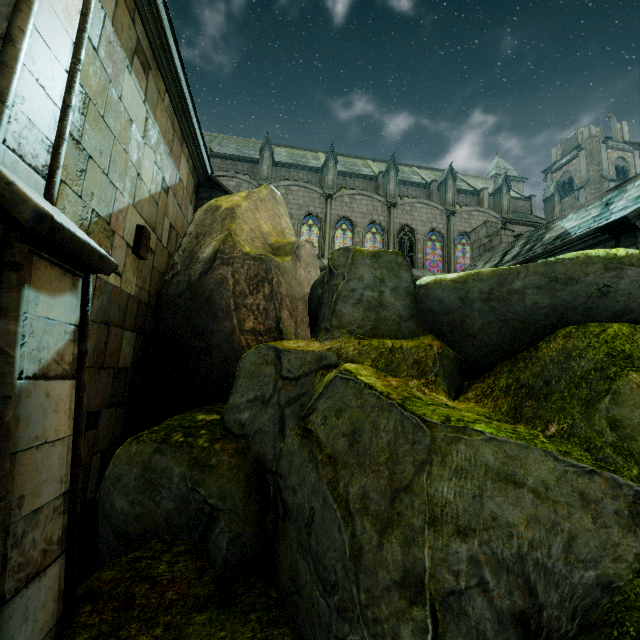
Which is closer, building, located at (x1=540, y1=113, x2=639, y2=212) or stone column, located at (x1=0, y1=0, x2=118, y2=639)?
stone column, located at (x1=0, y1=0, x2=118, y2=639)

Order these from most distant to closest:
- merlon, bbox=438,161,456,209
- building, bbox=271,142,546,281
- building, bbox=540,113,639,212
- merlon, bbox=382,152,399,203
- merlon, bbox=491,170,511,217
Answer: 1. building, bbox=540,113,639,212
2. merlon, bbox=491,170,511,217
3. merlon, bbox=438,161,456,209
4. merlon, bbox=382,152,399,203
5. building, bbox=271,142,546,281

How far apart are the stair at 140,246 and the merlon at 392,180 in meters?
27.8

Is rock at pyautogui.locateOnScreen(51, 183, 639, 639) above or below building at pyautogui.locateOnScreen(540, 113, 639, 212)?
below

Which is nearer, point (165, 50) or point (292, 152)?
point (165, 50)

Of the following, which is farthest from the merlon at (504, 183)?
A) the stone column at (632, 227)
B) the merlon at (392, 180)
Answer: the stone column at (632, 227)

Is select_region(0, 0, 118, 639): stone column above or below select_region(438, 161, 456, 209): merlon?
below

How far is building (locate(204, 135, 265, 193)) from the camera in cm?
2836
